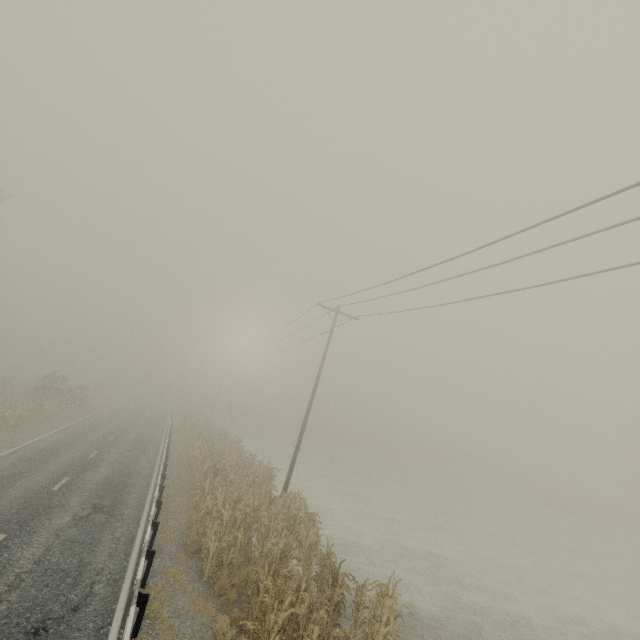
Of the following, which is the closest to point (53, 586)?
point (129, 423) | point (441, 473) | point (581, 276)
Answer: point (581, 276)

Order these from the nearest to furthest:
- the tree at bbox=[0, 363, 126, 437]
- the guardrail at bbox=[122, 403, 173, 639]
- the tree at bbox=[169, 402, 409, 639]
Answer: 1. the guardrail at bbox=[122, 403, 173, 639]
2. the tree at bbox=[169, 402, 409, 639]
3. the tree at bbox=[0, 363, 126, 437]

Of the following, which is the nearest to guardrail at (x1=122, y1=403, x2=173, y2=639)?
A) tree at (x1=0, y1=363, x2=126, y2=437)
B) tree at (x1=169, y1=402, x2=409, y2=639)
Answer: tree at (x1=169, y1=402, x2=409, y2=639)

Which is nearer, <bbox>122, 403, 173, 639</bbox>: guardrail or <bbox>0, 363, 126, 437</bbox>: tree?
<bbox>122, 403, 173, 639</bbox>: guardrail

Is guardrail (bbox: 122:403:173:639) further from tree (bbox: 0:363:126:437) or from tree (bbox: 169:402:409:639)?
tree (bbox: 0:363:126:437)

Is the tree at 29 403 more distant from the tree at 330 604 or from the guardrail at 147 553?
the tree at 330 604

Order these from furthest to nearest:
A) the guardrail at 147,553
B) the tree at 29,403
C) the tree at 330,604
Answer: the tree at 29,403 < the tree at 330,604 < the guardrail at 147,553
